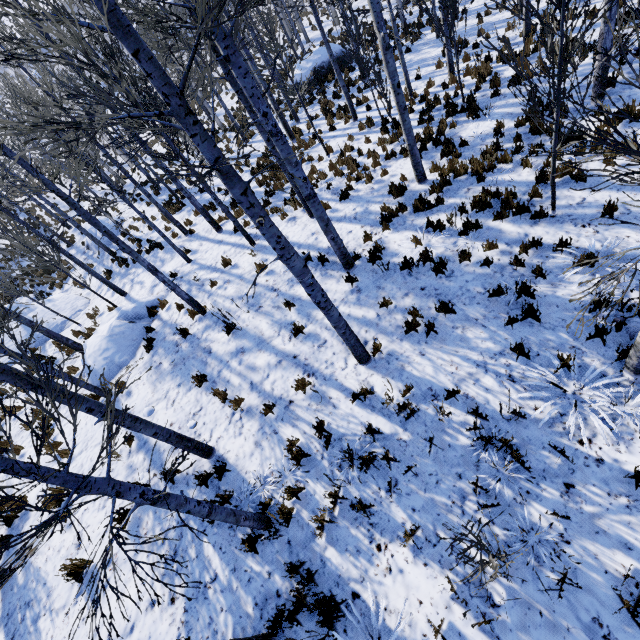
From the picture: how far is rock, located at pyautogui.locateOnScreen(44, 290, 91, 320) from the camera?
15.17m

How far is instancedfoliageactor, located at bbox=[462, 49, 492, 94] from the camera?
10.98m

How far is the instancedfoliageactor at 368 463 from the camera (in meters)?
4.65

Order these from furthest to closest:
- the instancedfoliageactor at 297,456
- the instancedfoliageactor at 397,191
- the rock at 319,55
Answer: the rock at 319,55 < the instancedfoliageactor at 397,191 < the instancedfoliageactor at 297,456

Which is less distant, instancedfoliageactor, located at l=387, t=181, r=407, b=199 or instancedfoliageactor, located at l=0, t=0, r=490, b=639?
instancedfoliageactor, located at l=0, t=0, r=490, b=639

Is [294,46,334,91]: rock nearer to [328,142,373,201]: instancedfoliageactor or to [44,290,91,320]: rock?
[328,142,373,201]: instancedfoliageactor

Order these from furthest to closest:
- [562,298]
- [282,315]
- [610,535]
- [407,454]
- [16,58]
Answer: [282,315]
[562,298]
[407,454]
[610,535]
[16,58]
